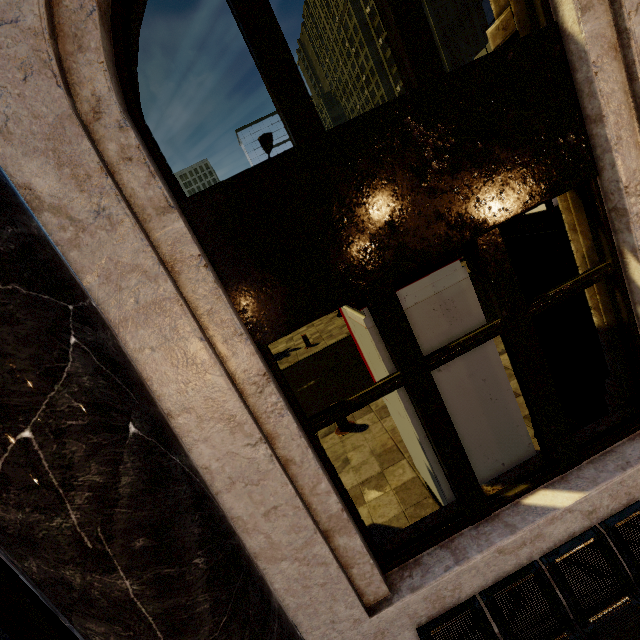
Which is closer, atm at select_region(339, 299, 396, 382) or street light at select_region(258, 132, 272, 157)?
atm at select_region(339, 299, 396, 382)

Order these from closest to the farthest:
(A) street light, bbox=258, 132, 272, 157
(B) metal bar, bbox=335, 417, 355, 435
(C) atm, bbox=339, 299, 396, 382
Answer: (C) atm, bbox=339, 299, 396, 382, (B) metal bar, bbox=335, 417, 355, 435, (A) street light, bbox=258, 132, 272, 157

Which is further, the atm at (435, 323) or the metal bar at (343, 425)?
the metal bar at (343, 425)

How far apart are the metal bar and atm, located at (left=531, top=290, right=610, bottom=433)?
3.19m

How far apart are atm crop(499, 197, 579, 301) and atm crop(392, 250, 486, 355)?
0.8m

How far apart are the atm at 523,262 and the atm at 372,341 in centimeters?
79cm

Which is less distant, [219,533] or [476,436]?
[219,533]
